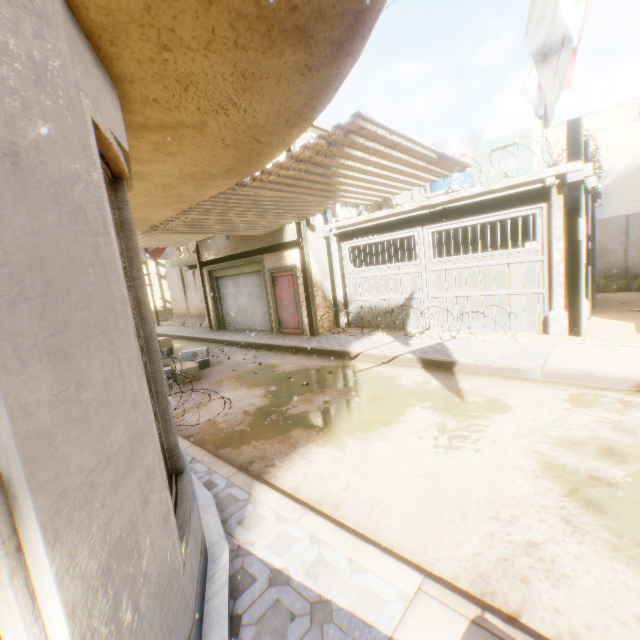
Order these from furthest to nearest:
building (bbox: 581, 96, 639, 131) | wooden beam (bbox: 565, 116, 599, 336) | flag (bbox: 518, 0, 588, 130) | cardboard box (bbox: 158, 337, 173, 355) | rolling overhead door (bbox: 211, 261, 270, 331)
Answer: building (bbox: 581, 96, 639, 131)
rolling overhead door (bbox: 211, 261, 270, 331)
cardboard box (bbox: 158, 337, 173, 355)
wooden beam (bbox: 565, 116, 599, 336)
flag (bbox: 518, 0, 588, 130)

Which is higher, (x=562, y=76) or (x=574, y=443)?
(x=562, y=76)

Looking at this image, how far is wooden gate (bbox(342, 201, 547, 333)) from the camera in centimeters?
764cm

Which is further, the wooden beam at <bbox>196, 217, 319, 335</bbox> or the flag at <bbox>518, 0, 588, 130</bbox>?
the wooden beam at <bbox>196, 217, 319, 335</bbox>

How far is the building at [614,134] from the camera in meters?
25.5 m

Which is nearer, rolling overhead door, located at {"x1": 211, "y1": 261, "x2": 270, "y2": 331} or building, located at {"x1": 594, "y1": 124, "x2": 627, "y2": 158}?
rolling overhead door, located at {"x1": 211, "y1": 261, "x2": 270, "y2": 331}

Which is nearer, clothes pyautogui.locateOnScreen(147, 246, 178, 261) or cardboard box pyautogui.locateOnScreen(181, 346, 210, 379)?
cardboard box pyautogui.locateOnScreen(181, 346, 210, 379)

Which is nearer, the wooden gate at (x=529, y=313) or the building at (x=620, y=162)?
the wooden gate at (x=529, y=313)
